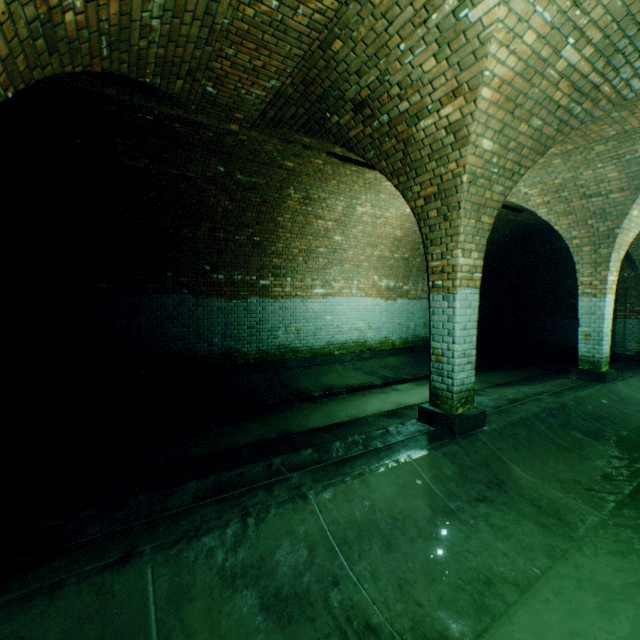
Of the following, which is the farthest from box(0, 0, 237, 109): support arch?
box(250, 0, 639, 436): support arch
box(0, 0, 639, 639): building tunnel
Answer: box(250, 0, 639, 436): support arch

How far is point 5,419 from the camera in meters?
5.2

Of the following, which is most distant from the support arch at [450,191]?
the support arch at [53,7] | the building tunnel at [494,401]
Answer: the support arch at [53,7]

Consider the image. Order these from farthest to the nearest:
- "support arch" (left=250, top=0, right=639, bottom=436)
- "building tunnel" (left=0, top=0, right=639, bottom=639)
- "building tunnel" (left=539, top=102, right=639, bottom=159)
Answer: "building tunnel" (left=539, top=102, right=639, bottom=159) → "support arch" (left=250, top=0, right=639, bottom=436) → "building tunnel" (left=0, top=0, right=639, bottom=639)

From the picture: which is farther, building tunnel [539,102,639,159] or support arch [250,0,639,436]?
building tunnel [539,102,639,159]

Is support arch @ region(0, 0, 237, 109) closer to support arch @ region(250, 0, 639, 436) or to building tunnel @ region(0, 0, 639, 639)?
building tunnel @ region(0, 0, 639, 639)
